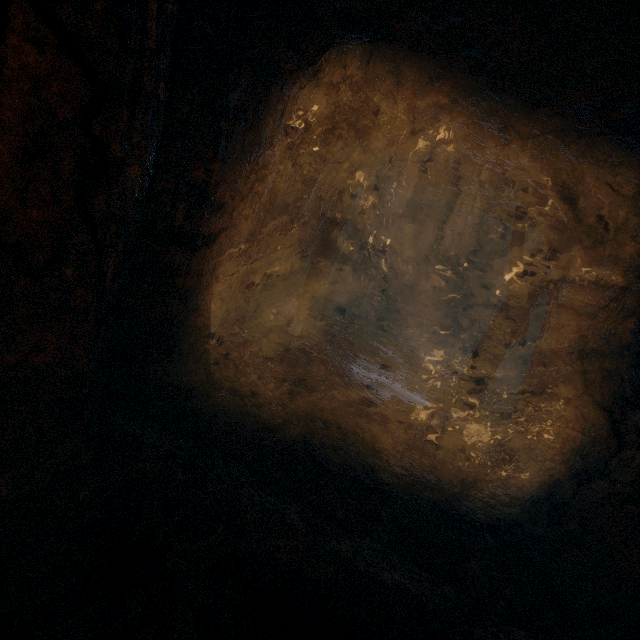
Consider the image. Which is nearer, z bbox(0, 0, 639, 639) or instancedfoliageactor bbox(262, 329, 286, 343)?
z bbox(0, 0, 639, 639)

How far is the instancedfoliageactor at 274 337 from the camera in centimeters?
657cm

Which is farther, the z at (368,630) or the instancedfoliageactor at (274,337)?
the instancedfoliageactor at (274,337)

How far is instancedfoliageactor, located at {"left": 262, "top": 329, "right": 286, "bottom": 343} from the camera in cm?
657

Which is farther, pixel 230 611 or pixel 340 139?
pixel 340 139
